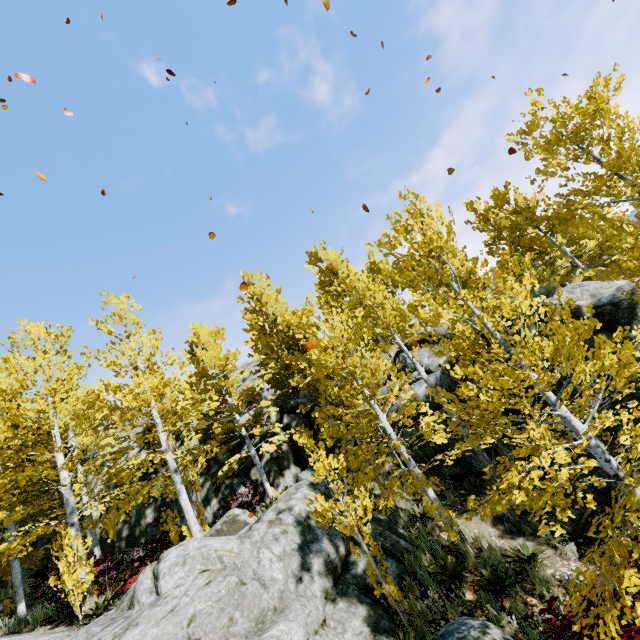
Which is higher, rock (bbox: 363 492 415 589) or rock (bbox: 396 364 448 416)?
rock (bbox: 396 364 448 416)

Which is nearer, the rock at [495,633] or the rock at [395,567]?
the rock at [495,633]

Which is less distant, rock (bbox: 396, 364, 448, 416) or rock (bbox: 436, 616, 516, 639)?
rock (bbox: 436, 616, 516, 639)

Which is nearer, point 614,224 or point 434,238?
point 434,238

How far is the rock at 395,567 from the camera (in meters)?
7.62

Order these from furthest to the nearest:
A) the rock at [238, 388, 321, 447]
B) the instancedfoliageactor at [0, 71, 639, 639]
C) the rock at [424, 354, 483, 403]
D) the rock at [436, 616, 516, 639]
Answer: the rock at [238, 388, 321, 447]
the rock at [424, 354, 483, 403]
the rock at [436, 616, 516, 639]
the instancedfoliageactor at [0, 71, 639, 639]

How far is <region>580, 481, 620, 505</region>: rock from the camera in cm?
834
